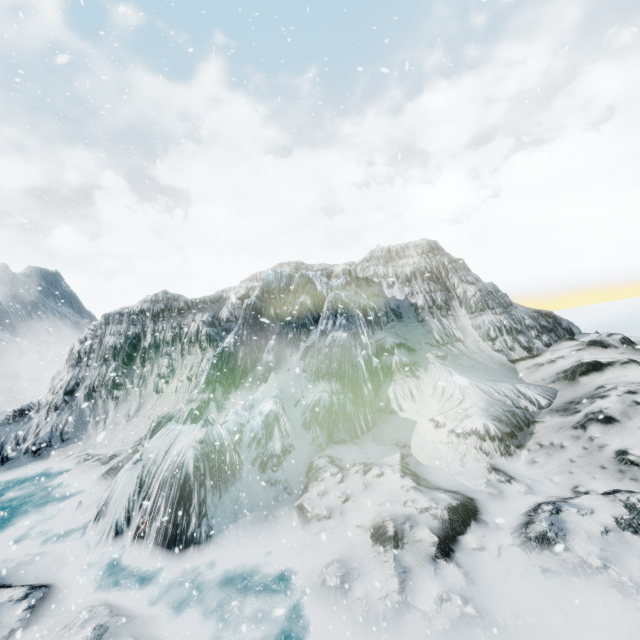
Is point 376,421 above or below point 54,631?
above
